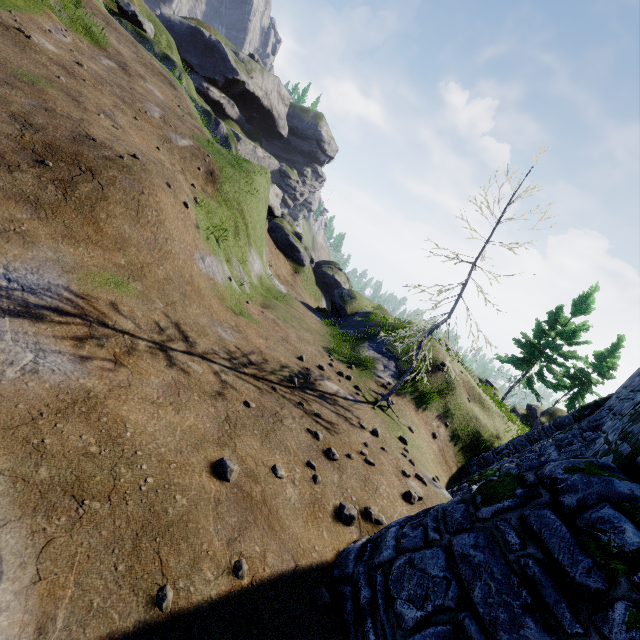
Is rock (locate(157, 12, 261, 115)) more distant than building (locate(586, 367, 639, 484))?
Yes

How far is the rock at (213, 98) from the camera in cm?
5209

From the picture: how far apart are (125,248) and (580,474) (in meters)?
9.93

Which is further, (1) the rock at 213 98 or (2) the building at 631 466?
(1) the rock at 213 98

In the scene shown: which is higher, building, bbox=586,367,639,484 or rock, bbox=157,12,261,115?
rock, bbox=157,12,261,115

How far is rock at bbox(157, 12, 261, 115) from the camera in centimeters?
5209cm
